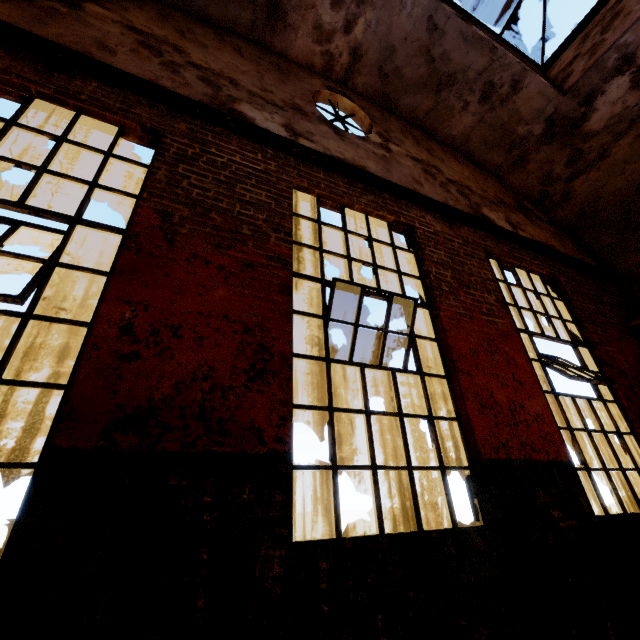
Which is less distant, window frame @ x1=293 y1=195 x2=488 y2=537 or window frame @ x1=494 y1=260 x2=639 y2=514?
window frame @ x1=293 y1=195 x2=488 y2=537

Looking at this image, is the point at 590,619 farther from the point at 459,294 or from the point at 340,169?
the point at 340,169

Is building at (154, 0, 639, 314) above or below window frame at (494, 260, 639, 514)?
above

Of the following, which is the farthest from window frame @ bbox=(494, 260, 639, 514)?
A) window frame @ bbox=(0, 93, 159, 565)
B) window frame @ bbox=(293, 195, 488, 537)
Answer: window frame @ bbox=(0, 93, 159, 565)

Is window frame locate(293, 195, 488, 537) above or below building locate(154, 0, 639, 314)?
below

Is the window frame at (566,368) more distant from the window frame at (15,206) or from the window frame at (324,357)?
the window frame at (15,206)

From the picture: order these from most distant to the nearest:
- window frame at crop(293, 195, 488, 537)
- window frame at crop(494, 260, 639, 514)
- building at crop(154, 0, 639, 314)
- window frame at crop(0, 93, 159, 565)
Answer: building at crop(154, 0, 639, 314) → window frame at crop(494, 260, 639, 514) → window frame at crop(293, 195, 488, 537) → window frame at crop(0, 93, 159, 565)

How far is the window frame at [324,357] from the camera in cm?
247
